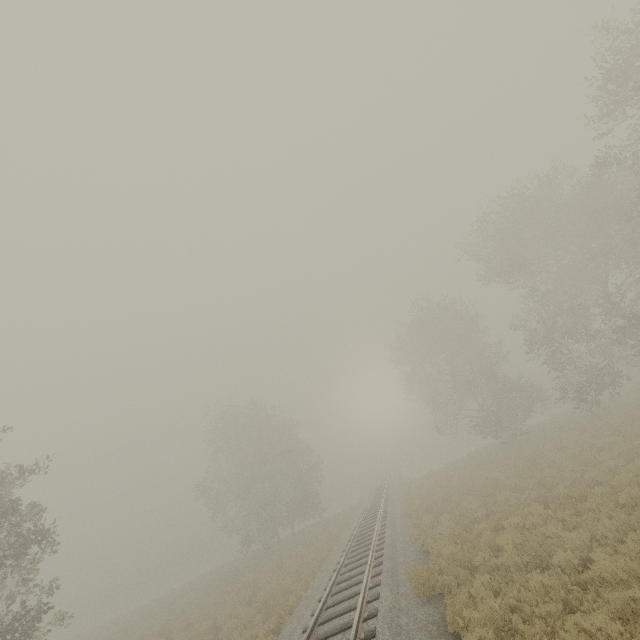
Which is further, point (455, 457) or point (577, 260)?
point (455, 457)
